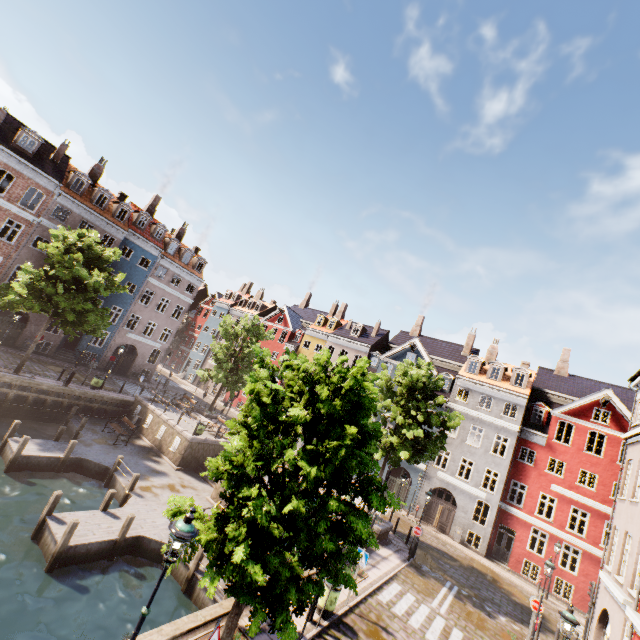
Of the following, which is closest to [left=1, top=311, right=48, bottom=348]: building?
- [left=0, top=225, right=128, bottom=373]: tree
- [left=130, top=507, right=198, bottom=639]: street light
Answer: [left=130, top=507, right=198, bottom=639]: street light

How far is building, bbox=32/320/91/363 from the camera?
28.61m

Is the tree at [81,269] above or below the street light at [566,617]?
above

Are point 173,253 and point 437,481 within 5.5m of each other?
no

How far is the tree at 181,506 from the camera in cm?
782

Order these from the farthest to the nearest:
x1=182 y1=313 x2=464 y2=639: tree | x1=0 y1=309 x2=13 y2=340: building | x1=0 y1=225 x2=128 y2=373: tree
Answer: x1=0 y1=309 x2=13 y2=340: building, x1=0 y1=225 x2=128 y2=373: tree, x1=182 y1=313 x2=464 y2=639: tree

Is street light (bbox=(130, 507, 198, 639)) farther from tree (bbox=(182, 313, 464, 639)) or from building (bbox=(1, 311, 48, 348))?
building (bbox=(1, 311, 48, 348))

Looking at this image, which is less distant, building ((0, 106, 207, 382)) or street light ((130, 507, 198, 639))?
street light ((130, 507, 198, 639))
